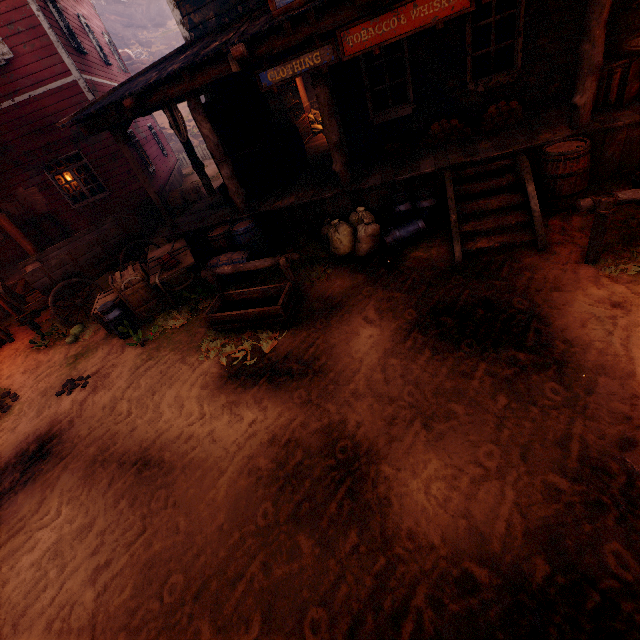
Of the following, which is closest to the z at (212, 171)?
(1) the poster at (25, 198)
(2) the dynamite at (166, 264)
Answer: (2) the dynamite at (166, 264)

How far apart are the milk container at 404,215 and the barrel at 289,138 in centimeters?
376cm

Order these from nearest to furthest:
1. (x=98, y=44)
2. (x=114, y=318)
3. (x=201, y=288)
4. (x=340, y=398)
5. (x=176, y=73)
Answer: (x=340, y=398) < (x=176, y=73) < (x=114, y=318) < (x=201, y=288) < (x=98, y=44)

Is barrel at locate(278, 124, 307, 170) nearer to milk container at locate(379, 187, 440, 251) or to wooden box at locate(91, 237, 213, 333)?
wooden box at locate(91, 237, 213, 333)

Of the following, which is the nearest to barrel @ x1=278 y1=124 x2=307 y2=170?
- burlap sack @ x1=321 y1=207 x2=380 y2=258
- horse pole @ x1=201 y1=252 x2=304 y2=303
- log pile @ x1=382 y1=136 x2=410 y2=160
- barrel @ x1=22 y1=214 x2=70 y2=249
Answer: log pile @ x1=382 y1=136 x2=410 y2=160

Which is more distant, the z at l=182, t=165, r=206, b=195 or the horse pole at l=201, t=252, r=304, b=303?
the z at l=182, t=165, r=206, b=195

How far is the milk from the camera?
6.4 meters

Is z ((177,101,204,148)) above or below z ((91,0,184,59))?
below
